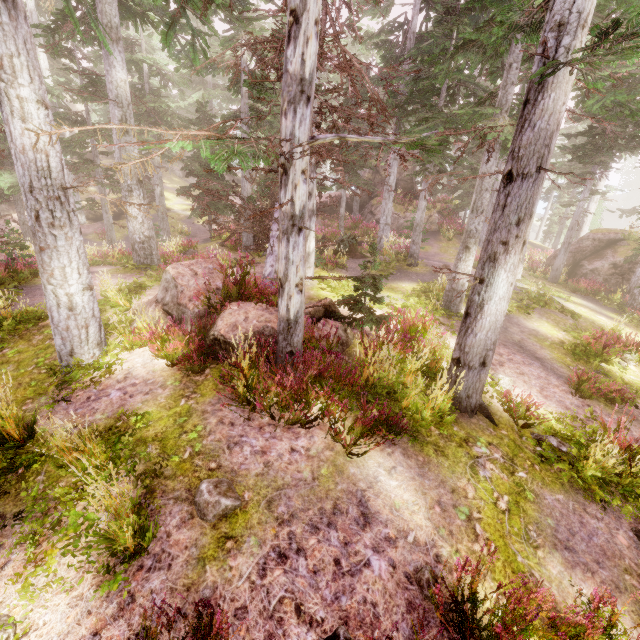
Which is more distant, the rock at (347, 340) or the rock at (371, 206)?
the rock at (371, 206)

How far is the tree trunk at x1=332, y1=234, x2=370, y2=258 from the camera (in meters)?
17.61

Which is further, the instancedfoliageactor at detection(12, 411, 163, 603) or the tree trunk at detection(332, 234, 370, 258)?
the tree trunk at detection(332, 234, 370, 258)

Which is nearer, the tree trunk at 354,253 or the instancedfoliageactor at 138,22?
the instancedfoliageactor at 138,22

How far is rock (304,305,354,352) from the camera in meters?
7.3 m

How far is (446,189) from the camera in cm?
2733

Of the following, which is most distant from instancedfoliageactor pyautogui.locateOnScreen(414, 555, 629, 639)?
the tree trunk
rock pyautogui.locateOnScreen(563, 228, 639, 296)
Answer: the tree trunk

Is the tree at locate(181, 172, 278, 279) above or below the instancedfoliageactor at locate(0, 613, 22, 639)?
above
